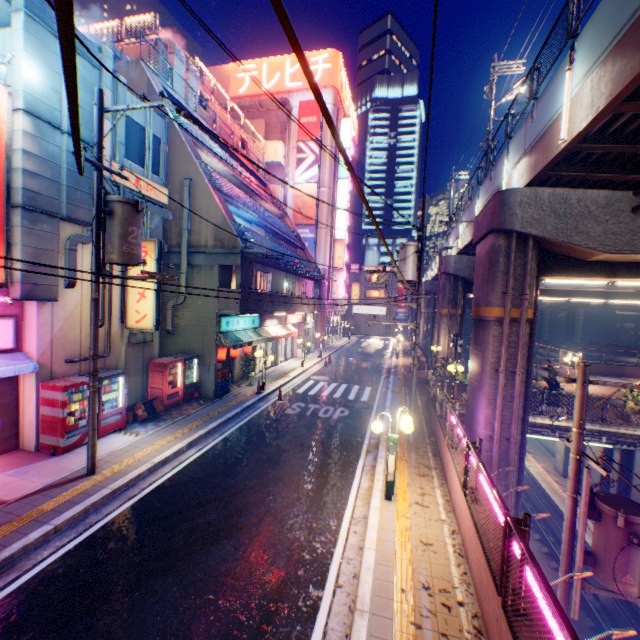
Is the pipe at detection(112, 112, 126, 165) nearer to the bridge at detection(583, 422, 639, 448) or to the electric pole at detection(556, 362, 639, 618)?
the electric pole at detection(556, 362, 639, 618)

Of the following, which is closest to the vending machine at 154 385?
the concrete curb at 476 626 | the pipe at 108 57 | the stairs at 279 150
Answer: the pipe at 108 57

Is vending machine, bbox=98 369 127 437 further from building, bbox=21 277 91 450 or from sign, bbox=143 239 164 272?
sign, bbox=143 239 164 272

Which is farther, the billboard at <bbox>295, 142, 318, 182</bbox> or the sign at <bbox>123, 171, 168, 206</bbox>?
the billboard at <bbox>295, 142, 318, 182</bbox>

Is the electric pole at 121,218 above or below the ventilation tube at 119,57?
below

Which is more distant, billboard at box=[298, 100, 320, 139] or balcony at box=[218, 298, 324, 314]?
Result: billboard at box=[298, 100, 320, 139]

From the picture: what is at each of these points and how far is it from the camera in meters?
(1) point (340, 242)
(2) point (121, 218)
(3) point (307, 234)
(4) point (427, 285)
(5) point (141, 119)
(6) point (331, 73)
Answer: (1) sign, 37.3
(2) electric pole, 7.8
(3) billboard, 35.5
(4) overpass support, 46.0
(5) building, 12.6
(6) signboard, 35.2

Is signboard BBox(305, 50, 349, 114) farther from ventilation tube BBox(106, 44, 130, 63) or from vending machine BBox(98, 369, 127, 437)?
vending machine BBox(98, 369, 127, 437)
